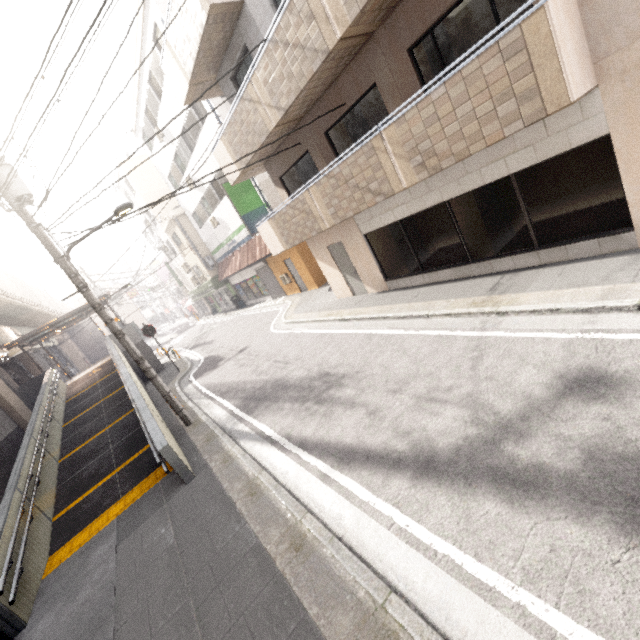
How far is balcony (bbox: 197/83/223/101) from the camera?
11.24m

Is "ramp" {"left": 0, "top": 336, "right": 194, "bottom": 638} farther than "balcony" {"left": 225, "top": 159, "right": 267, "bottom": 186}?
No

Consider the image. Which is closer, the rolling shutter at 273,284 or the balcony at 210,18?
the balcony at 210,18

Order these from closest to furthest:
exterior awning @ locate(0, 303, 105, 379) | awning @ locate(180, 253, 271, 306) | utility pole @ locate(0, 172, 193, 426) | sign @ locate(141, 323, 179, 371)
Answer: utility pole @ locate(0, 172, 193, 426) → sign @ locate(141, 323, 179, 371) → exterior awning @ locate(0, 303, 105, 379) → awning @ locate(180, 253, 271, 306)

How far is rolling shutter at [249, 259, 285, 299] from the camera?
20.1 meters

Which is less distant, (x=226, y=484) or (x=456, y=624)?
(x=456, y=624)

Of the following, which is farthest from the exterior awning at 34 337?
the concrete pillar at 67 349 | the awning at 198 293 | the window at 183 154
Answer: the concrete pillar at 67 349

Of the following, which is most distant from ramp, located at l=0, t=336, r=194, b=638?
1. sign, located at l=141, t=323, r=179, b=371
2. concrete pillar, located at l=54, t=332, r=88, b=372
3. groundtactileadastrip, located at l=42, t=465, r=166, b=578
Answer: concrete pillar, located at l=54, t=332, r=88, b=372
